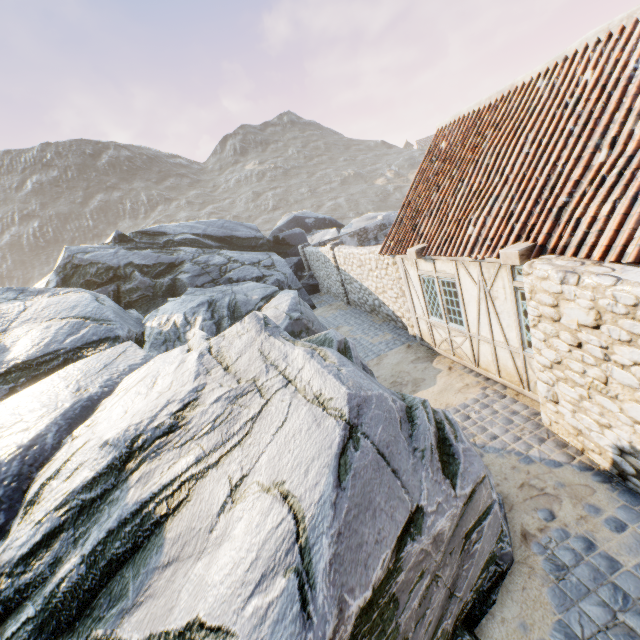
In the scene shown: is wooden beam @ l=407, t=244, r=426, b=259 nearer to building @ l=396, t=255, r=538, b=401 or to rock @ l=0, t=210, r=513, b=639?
building @ l=396, t=255, r=538, b=401

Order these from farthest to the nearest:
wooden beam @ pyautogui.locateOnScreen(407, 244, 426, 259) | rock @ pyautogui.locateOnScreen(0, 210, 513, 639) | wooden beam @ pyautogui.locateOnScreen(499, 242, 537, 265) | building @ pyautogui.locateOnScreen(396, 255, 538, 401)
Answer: wooden beam @ pyautogui.locateOnScreen(407, 244, 426, 259), building @ pyautogui.locateOnScreen(396, 255, 538, 401), wooden beam @ pyautogui.locateOnScreen(499, 242, 537, 265), rock @ pyautogui.locateOnScreen(0, 210, 513, 639)

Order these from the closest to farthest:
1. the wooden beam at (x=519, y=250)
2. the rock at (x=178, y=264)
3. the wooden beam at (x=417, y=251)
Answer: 1. the rock at (x=178, y=264)
2. the wooden beam at (x=519, y=250)
3. the wooden beam at (x=417, y=251)

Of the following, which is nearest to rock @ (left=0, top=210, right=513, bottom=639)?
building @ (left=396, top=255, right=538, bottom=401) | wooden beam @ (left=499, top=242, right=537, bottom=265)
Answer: building @ (left=396, top=255, right=538, bottom=401)

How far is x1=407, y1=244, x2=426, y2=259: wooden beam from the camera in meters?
7.9

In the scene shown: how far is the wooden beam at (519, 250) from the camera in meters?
5.1 m

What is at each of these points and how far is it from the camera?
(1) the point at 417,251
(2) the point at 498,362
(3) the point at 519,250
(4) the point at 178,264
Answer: (1) wooden beam, 7.9m
(2) building, 7.0m
(3) wooden beam, 5.1m
(4) rock, 17.2m

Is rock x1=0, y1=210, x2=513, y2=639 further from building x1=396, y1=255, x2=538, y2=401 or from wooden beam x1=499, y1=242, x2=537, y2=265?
wooden beam x1=499, y1=242, x2=537, y2=265
